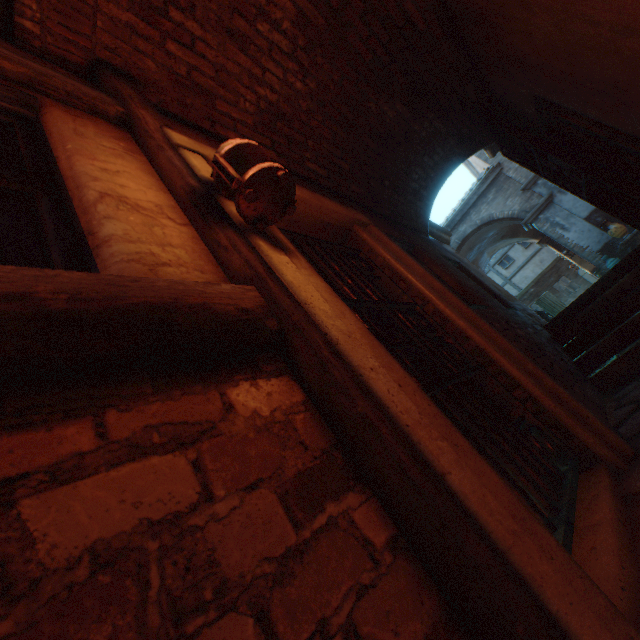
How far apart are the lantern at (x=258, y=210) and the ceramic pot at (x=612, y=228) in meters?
12.6

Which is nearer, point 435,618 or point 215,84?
point 435,618

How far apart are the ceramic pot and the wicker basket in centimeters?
263cm

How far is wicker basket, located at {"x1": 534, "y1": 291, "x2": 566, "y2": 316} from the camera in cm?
950

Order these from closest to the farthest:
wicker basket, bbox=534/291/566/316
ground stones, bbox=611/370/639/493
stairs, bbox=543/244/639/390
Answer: ground stones, bbox=611/370/639/493, stairs, bbox=543/244/639/390, wicker basket, bbox=534/291/566/316

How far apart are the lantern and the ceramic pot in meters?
12.6

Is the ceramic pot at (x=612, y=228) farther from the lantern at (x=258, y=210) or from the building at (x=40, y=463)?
the lantern at (x=258, y=210)

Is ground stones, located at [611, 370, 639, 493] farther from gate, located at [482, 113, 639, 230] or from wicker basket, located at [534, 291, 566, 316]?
wicker basket, located at [534, 291, 566, 316]
